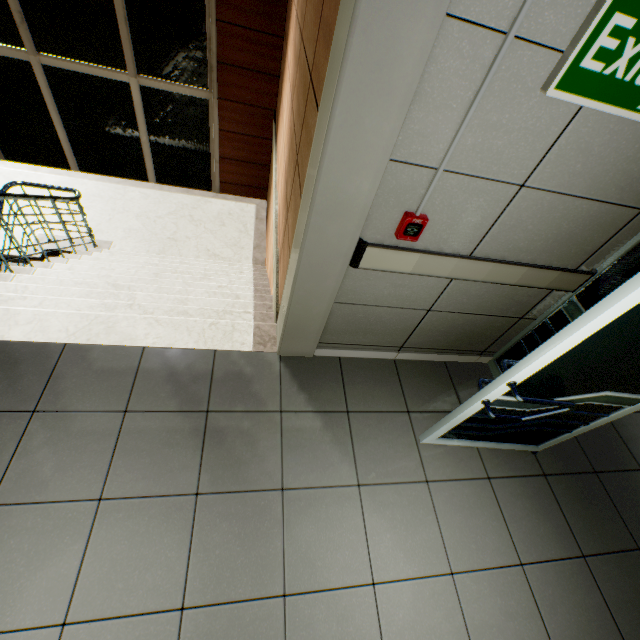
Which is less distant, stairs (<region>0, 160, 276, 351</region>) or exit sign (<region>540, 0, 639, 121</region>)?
exit sign (<region>540, 0, 639, 121</region>)

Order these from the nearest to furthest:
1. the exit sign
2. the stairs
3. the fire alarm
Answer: the exit sign → the fire alarm → the stairs

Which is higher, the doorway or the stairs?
the doorway

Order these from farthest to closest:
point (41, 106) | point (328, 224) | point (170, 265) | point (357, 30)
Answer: point (41, 106) → point (170, 265) → point (328, 224) → point (357, 30)

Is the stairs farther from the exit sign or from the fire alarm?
the exit sign

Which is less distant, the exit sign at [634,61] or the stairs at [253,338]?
the exit sign at [634,61]

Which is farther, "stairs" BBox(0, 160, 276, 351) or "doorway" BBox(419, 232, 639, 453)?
"stairs" BBox(0, 160, 276, 351)

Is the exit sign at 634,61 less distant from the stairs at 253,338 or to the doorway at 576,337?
the doorway at 576,337
